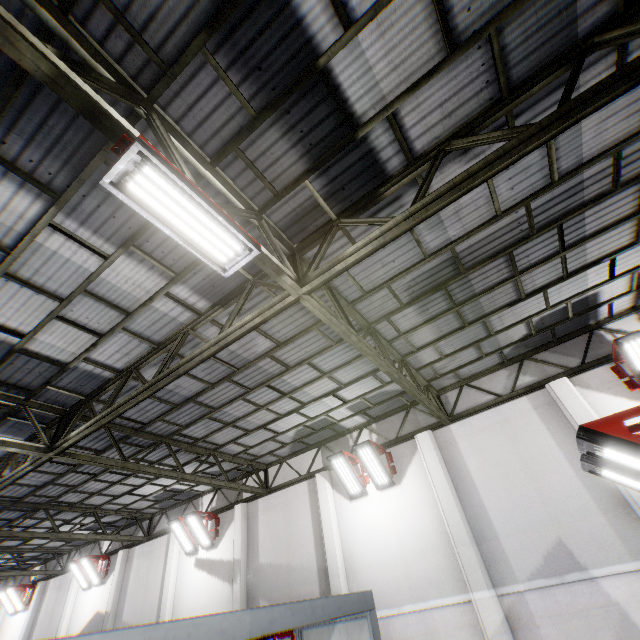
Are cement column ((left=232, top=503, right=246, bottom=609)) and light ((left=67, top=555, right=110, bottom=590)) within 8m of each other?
no

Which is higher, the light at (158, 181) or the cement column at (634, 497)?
the light at (158, 181)

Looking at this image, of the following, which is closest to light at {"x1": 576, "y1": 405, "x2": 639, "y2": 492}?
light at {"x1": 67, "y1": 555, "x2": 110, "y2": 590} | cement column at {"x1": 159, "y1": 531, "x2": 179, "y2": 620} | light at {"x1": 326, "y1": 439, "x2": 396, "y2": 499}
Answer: light at {"x1": 326, "y1": 439, "x2": 396, "y2": 499}

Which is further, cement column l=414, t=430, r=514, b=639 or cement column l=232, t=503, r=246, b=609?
cement column l=232, t=503, r=246, b=609

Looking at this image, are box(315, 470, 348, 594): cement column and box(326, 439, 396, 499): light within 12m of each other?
yes

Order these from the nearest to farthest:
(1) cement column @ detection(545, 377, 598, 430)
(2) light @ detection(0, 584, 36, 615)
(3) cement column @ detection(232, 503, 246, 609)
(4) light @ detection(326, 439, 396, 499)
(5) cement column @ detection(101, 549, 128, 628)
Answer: (1) cement column @ detection(545, 377, 598, 430), (4) light @ detection(326, 439, 396, 499), (3) cement column @ detection(232, 503, 246, 609), (5) cement column @ detection(101, 549, 128, 628), (2) light @ detection(0, 584, 36, 615)

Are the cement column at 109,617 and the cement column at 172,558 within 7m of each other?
yes

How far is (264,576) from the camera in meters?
11.1 m
